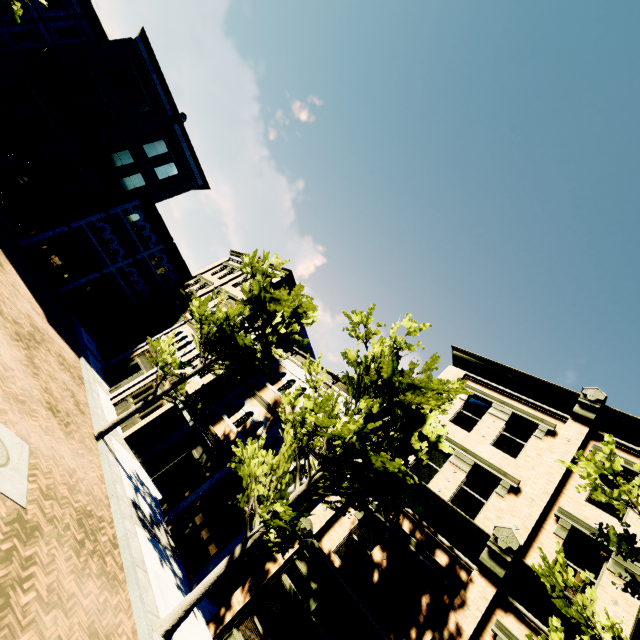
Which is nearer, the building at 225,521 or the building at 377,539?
the building at 377,539

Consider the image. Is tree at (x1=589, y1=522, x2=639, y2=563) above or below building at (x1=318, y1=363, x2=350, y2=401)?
below

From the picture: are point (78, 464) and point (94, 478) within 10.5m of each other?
yes

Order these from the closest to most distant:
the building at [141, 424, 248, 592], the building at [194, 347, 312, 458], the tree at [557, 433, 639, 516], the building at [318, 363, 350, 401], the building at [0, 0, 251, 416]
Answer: the tree at [557, 433, 639, 516]
the building at [141, 424, 248, 592]
the building at [194, 347, 312, 458]
the building at [318, 363, 350, 401]
the building at [0, 0, 251, 416]

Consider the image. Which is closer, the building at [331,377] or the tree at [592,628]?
the tree at [592,628]

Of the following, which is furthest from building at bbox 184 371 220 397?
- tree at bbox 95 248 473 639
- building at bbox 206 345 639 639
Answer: tree at bbox 95 248 473 639

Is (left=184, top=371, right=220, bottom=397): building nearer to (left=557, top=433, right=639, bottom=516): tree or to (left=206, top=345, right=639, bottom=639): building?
(left=206, top=345, right=639, bottom=639): building
